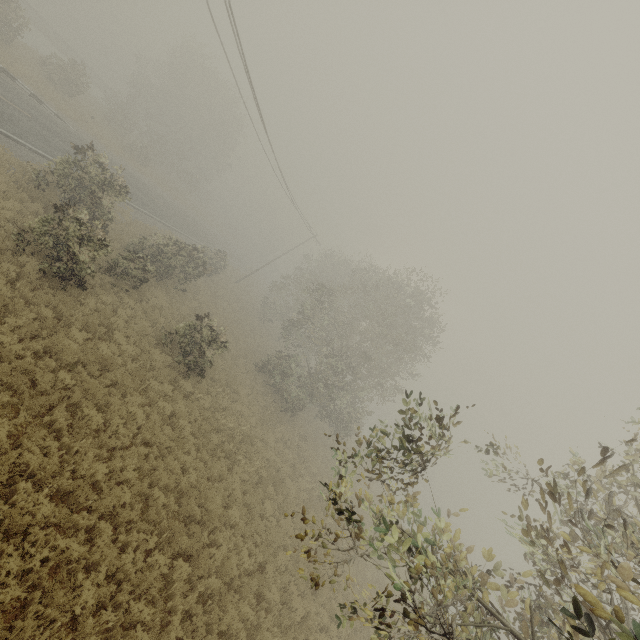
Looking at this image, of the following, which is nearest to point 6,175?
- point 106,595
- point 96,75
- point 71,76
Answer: point 106,595
